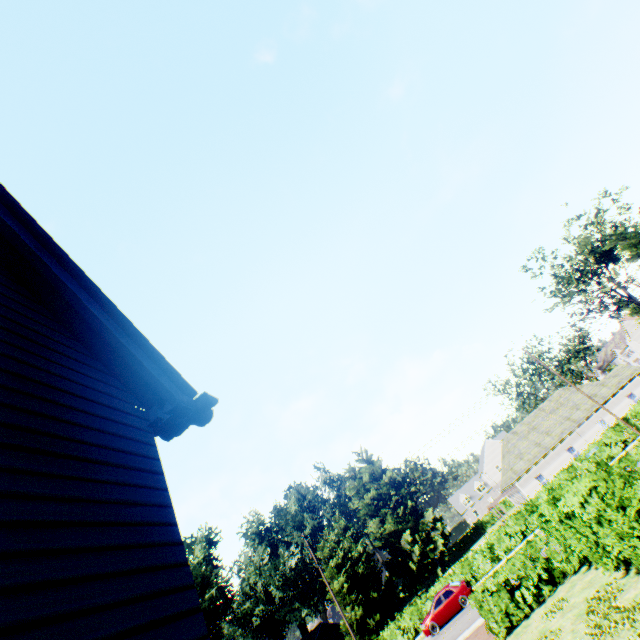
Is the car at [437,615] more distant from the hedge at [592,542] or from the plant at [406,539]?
the plant at [406,539]

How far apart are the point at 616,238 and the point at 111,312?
29.57m

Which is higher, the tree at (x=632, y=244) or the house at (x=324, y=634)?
the tree at (x=632, y=244)

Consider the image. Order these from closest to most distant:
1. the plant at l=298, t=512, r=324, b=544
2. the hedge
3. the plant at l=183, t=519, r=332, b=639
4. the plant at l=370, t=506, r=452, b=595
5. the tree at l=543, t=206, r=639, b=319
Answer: the hedge, the tree at l=543, t=206, r=639, b=319, the plant at l=183, t=519, r=332, b=639, the plant at l=370, t=506, r=452, b=595, the plant at l=298, t=512, r=324, b=544

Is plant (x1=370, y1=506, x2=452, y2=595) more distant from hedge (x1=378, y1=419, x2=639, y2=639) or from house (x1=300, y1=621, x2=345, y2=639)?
house (x1=300, y1=621, x2=345, y2=639)

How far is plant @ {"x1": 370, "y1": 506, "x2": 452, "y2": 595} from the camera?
54.1 meters

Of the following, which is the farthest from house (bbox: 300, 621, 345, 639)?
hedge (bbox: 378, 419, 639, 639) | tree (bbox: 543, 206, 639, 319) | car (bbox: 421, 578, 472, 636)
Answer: car (bbox: 421, 578, 472, 636)
